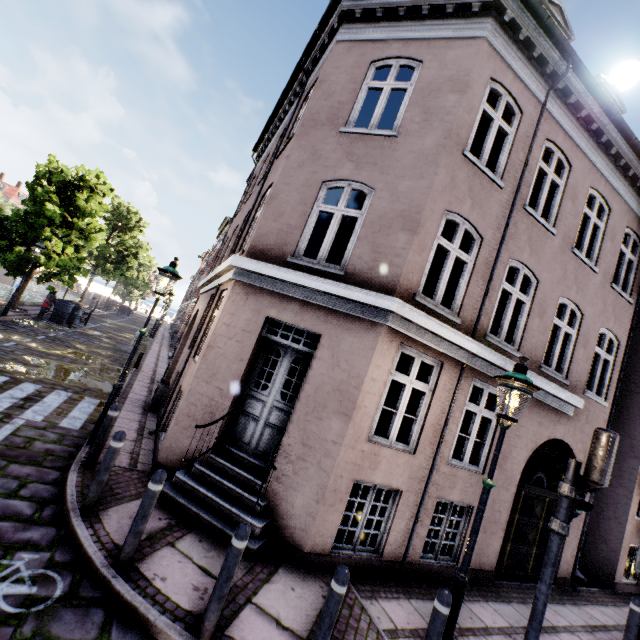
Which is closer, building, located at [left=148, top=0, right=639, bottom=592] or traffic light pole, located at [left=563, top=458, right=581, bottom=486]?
traffic light pole, located at [left=563, top=458, right=581, bottom=486]

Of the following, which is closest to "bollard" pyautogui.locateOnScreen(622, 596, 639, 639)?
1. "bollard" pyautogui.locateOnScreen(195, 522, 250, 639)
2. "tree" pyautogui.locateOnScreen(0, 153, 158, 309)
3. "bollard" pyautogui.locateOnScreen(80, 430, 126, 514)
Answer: "bollard" pyautogui.locateOnScreen(195, 522, 250, 639)

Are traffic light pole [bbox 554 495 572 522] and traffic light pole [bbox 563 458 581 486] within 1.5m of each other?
yes

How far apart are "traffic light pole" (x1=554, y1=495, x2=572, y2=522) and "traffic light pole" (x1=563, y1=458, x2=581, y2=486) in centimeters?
21cm

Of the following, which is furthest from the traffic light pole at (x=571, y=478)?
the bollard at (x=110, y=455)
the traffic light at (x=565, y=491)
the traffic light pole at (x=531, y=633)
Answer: the bollard at (x=110, y=455)

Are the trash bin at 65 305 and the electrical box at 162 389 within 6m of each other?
Answer: no

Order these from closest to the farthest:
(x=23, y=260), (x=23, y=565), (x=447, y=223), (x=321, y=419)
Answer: (x=23, y=565) < (x=321, y=419) < (x=447, y=223) < (x=23, y=260)

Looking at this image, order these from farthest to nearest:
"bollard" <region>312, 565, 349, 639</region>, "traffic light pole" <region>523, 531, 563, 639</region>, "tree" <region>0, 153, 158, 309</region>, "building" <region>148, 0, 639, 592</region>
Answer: "tree" <region>0, 153, 158, 309</region> < "building" <region>148, 0, 639, 592</region> < "traffic light pole" <region>523, 531, 563, 639</region> < "bollard" <region>312, 565, 349, 639</region>
